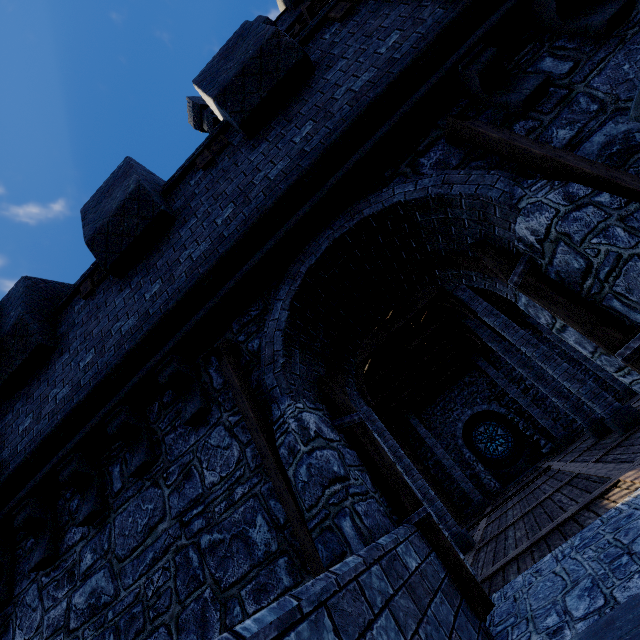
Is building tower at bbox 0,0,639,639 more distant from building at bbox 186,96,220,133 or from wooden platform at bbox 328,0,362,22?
building at bbox 186,96,220,133

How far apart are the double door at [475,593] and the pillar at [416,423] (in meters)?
13.62

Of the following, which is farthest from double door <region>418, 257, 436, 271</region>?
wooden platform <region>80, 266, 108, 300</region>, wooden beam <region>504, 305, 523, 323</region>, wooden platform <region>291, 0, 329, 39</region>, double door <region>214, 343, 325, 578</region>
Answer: wooden beam <region>504, 305, 523, 323</region>

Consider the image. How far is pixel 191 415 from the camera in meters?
3.8

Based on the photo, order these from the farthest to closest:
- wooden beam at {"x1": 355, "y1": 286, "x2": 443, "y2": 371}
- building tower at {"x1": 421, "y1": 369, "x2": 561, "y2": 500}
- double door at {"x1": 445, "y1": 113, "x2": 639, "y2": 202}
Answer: building tower at {"x1": 421, "y1": 369, "x2": 561, "y2": 500}
wooden beam at {"x1": 355, "y1": 286, "x2": 443, "y2": 371}
double door at {"x1": 445, "y1": 113, "x2": 639, "y2": 202}

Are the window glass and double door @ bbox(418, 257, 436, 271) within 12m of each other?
no

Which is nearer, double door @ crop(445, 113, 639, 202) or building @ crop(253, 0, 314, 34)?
double door @ crop(445, 113, 639, 202)

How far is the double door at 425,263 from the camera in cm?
453
